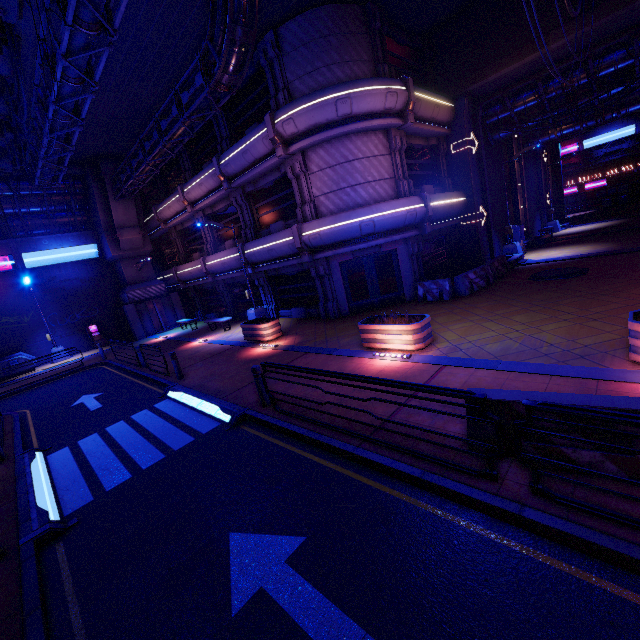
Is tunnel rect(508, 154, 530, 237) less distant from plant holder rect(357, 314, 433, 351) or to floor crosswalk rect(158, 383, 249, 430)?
plant holder rect(357, 314, 433, 351)

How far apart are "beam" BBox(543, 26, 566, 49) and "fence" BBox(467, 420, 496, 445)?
16.34m

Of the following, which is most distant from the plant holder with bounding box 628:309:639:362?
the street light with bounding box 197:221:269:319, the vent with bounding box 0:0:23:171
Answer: the vent with bounding box 0:0:23:171

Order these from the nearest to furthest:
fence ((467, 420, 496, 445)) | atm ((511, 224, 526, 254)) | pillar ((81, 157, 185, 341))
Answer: fence ((467, 420, 496, 445))
atm ((511, 224, 526, 254))
pillar ((81, 157, 185, 341))

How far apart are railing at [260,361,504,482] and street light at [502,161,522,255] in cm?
1823

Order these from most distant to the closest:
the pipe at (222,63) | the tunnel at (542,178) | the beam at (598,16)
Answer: the tunnel at (542,178), the beam at (598,16), the pipe at (222,63)

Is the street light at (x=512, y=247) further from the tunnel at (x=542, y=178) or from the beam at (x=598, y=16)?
the tunnel at (x=542, y=178)

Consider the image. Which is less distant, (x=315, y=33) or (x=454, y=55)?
(x=315, y=33)
